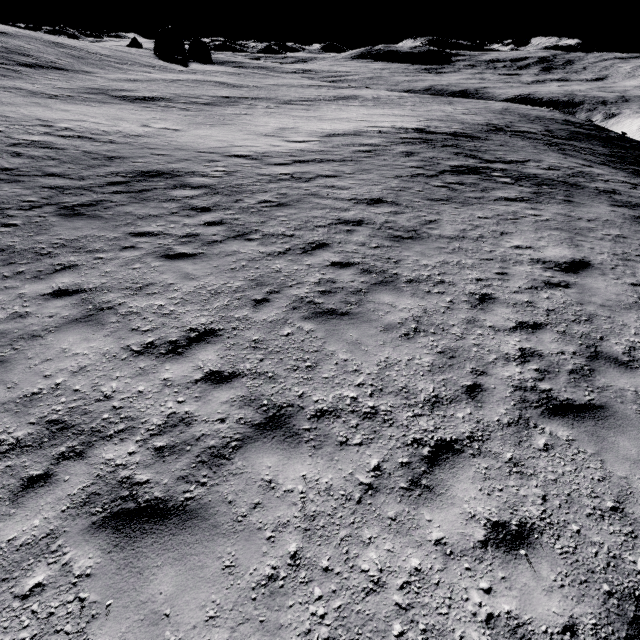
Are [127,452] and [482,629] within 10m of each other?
yes
